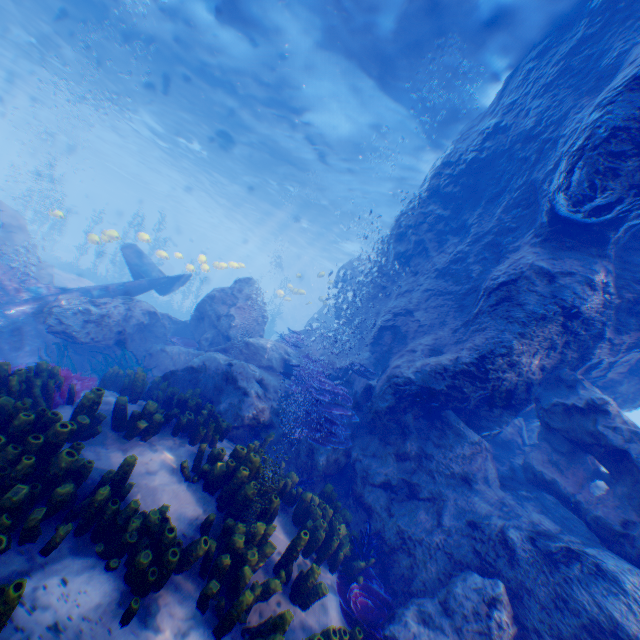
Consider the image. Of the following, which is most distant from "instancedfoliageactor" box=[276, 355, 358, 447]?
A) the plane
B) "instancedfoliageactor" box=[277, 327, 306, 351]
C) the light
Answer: the light

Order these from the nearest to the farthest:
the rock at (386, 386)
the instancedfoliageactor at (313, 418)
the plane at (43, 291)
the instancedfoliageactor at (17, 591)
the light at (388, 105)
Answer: the instancedfoliageactor at (17, 591) → the rock at (386, 386) → the instancedfoliageactor at (313, 418) → the light at (388, 105) → the plane at (43, 291)

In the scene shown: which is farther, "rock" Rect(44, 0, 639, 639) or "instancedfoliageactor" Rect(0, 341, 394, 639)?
"rock" Rect(44, 0, 639, 639)

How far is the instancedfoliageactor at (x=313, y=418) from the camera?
7.2m

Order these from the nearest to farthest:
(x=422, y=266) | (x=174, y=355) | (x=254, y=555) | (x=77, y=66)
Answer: (x=254, y=555) < (x=422, y=266) < (x=174, y=355) < (x=77, y=66)

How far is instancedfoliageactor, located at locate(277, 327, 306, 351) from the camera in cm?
1215

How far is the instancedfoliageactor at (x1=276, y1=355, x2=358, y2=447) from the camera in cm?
719
